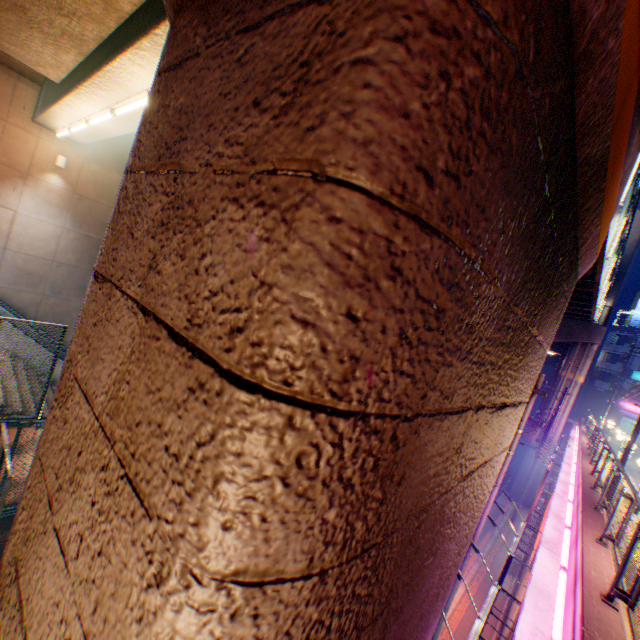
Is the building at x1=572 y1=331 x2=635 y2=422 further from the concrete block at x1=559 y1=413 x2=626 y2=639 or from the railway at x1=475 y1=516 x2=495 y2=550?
the railway at x1=475 y1=516 x2=495 y2=550

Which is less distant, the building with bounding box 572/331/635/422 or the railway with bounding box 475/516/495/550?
the railway with bounding box 475/516/495/550

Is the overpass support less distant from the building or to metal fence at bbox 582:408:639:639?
metal fence at bbox 582:408:639:639

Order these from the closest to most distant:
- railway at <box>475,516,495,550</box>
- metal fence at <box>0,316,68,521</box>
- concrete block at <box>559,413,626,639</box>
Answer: concrete block at <box>559,413,626,639</box> < metal fence at <box>0,316,68,521</box> < railway at <box>475,516,495,550</box>

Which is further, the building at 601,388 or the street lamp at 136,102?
the building at 601,388

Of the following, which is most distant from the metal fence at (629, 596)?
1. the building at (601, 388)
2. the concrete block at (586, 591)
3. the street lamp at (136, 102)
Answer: the street lamp at (136, 102)

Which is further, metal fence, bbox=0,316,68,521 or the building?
the building

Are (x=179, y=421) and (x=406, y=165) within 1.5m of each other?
yes
